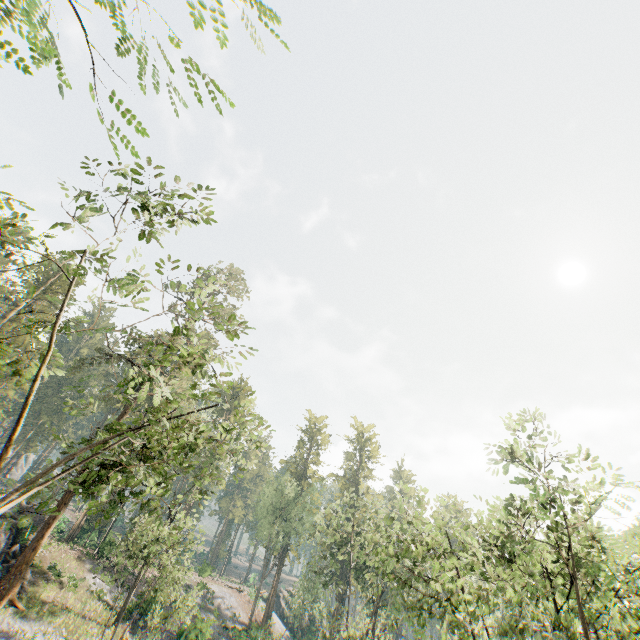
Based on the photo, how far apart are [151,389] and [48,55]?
50.25m

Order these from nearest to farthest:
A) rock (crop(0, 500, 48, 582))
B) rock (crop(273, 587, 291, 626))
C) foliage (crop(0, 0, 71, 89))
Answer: foliage (crop(0, 0, 71, 89))
rock (crop(0, 500, 48, 582))
rock (crop(273, 587, 291, 626))

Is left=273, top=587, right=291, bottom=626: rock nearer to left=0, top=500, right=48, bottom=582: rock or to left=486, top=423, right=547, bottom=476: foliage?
left=486, top=423, right=547, bottom=476: foliage

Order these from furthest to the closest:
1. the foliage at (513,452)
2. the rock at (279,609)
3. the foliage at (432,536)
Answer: the rock at (279,609), the foliage at (513,452), the foliage at (432,536)

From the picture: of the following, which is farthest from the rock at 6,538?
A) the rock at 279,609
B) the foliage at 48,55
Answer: the rock at 279,609

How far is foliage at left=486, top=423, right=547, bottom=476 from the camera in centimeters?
1157cm

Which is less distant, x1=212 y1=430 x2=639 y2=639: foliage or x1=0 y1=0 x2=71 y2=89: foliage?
x1=0 y1=0 x2=71 y2=89: foliage
